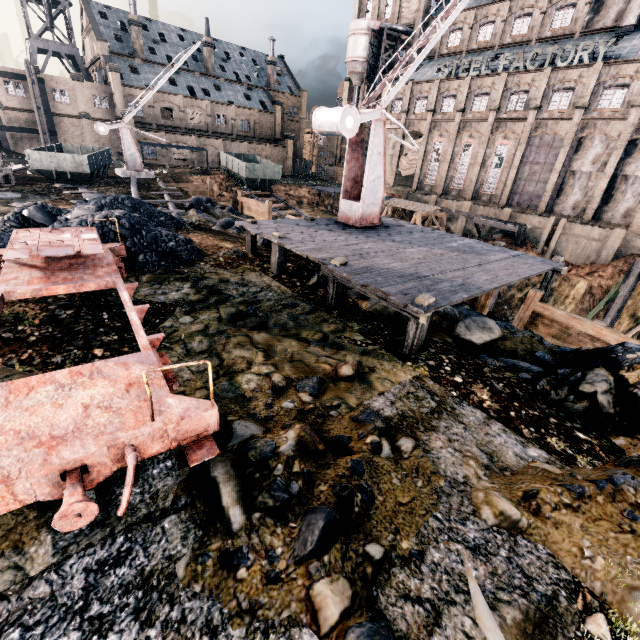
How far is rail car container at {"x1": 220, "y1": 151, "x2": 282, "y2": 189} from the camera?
38.8m

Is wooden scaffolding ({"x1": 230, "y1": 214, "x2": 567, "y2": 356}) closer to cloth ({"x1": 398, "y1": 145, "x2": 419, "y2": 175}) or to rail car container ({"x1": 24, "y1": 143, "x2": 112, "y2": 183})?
rail car container ({"x1": 24, "y1": 143, "x2": 112, "y2": 183})

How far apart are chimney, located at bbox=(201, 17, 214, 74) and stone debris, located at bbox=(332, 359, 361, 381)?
69.18m

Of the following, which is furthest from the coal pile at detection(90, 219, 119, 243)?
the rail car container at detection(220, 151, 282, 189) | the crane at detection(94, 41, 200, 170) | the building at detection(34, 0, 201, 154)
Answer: the building at detection(34, 0, 201, 154)

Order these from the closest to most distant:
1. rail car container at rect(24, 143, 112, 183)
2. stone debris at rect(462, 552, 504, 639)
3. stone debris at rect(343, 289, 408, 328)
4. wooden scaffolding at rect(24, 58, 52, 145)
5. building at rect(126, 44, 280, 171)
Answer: stone debris at rect(462, 552, 504, 639) → stone debris at rect(343, 289, 408, 328) → rail car container at rect(24, 143, 112, 183) → wooden scaffolding at rect(24, 58, 52, 145) → building at rect(126, 44, 280, 171)

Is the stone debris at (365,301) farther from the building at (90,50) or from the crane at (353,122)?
the building at (90,50)

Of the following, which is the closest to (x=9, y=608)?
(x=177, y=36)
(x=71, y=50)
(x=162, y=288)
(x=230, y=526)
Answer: (x=230, y=526)

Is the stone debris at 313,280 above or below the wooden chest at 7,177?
below
